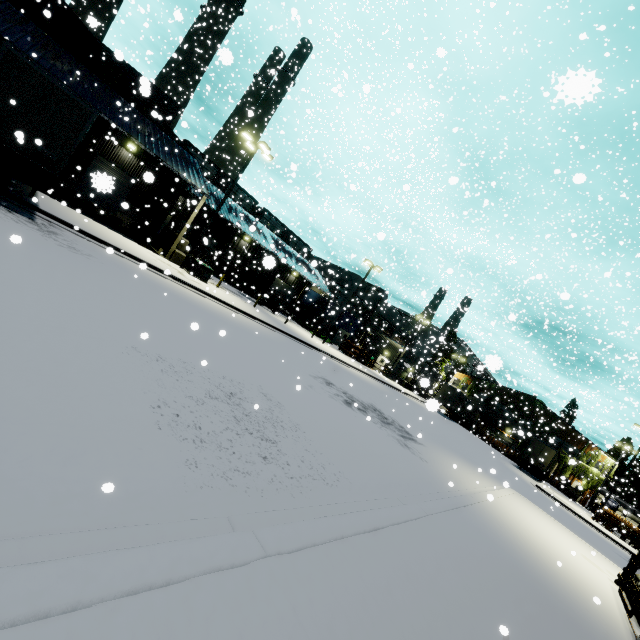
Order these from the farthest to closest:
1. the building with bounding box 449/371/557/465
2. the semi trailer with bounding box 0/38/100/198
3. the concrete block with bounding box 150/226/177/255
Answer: the building with bounding box 449/371/557/465
the concrete block with bounding box 150/226/177/255
the semi trailer with bounding box 0/38/100/198

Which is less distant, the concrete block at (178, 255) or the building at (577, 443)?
the concrete block at (178, 255)

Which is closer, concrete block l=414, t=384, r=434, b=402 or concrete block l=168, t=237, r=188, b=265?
concrete block l=414, t=384, r=434, b=402

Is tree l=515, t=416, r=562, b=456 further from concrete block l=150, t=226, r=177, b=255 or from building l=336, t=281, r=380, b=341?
concrete block l=150, t=226, r=177, b=255

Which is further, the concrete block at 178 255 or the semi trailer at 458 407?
the semi trailer at 458 407

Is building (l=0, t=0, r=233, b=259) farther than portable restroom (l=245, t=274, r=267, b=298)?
No

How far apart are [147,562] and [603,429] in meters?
57.3 m

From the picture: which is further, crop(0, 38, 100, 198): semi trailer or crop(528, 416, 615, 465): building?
crop(528, 416, 615, 465): building
